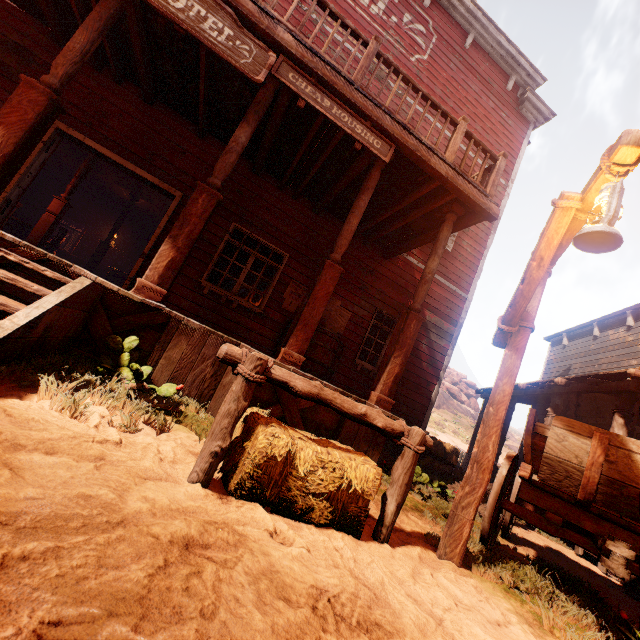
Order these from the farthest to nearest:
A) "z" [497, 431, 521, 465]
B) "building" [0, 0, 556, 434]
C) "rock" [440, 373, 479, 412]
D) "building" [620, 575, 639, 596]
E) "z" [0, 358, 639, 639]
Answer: "rock" [440, 373, 479, 412]
"z" [497, 431, 521, 465]
"building" [620, 575, 639, 596]
"building" [0, 0, 556, 434]
"z" [0, 358, 639, 639]

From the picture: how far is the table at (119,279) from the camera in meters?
14.1

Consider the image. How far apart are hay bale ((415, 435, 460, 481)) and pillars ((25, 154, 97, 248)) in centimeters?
1125cm

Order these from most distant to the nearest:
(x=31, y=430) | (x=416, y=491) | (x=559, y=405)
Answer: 1. (x=559, y=405)
2. (x=416, y=491)
3. (x=31, y=430)

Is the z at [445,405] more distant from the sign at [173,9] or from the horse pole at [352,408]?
the sign at [173,9]

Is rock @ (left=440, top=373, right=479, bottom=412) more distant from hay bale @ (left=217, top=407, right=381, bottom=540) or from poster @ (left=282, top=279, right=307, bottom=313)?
hay bale @ (left=217, top=407, right=381, bottom=540)

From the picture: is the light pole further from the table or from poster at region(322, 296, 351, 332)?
the table

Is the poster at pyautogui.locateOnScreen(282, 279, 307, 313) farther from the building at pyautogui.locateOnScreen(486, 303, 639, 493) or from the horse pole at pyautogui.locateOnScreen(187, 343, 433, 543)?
the horse pole at pyautogui.locateOnScreen(187, 343, 433, 543)
